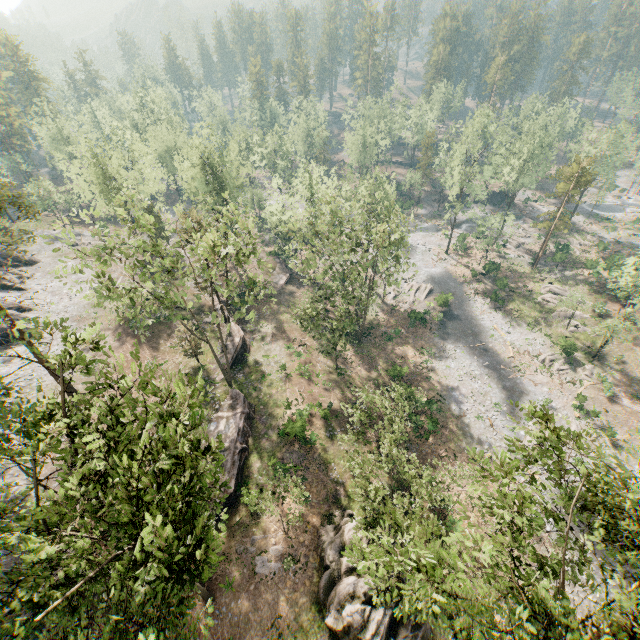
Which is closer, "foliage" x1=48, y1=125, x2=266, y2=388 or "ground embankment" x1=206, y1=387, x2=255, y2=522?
"foliage" x1=48, y1=125, x2=266, y2=388

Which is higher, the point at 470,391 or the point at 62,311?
the point at 62,311

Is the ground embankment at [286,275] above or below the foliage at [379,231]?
below

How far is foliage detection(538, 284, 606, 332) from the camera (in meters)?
41.90

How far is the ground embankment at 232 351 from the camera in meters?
36.8

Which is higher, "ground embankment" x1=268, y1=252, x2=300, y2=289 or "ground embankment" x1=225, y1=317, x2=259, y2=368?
"ground embankment" x1=225, y1=317, x2=259, y2=368

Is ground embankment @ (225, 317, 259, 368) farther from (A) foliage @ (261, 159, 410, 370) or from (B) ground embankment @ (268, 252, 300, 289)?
(B) ground embankment @ (268, 252, 300, 289)
